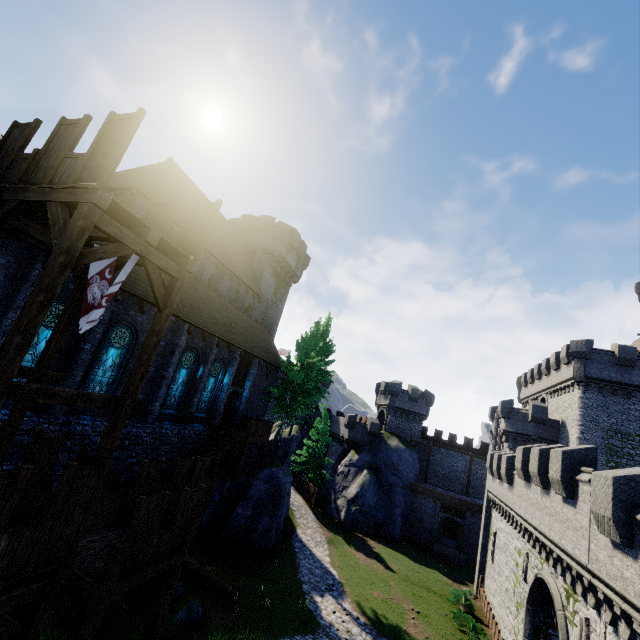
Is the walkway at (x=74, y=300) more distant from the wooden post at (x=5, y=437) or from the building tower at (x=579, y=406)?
the building tower at (x=579, y=406)

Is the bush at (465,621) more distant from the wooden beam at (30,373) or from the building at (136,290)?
the wooden beam at (30,373)

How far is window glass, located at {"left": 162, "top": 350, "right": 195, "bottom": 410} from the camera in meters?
19.2 m

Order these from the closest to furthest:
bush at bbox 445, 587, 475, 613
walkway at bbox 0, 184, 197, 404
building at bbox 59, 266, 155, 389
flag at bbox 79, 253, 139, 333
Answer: walkway at bbox 0, 184, 197, 404 → flag at bbox 79, 253, 139, 333 → building at bbox 59, 266, 155, 389 → bush at bbox 445, 587, 475, 613

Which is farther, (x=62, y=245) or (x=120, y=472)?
(x=120, y=472)

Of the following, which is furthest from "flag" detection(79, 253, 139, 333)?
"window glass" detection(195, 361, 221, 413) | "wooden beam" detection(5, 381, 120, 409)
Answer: "window glass" detection(195, 361, 221, 413)

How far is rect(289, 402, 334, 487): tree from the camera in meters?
39.3 m

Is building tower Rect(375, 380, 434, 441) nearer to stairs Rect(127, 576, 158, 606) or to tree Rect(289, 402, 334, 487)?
tree Rect(289, 402, 334, 487)
